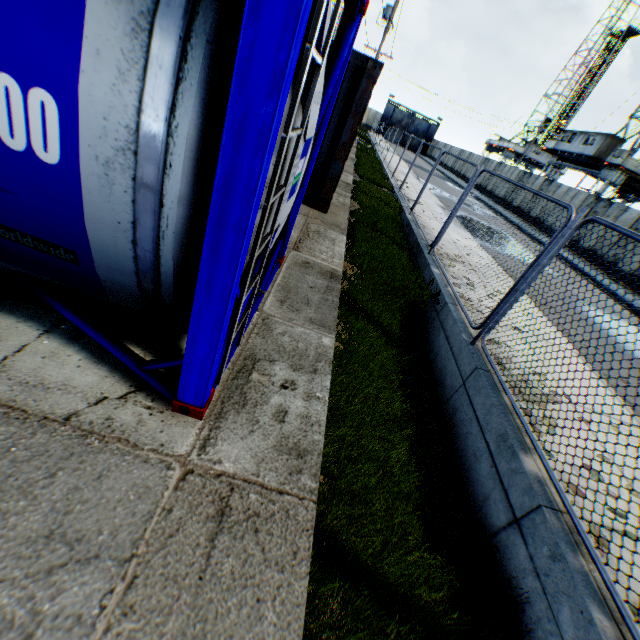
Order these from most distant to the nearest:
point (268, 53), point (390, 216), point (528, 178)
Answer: point (528, 178) → point (390, 216) → point (268, 53)

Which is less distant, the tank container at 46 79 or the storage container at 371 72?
the tank container at 46 79

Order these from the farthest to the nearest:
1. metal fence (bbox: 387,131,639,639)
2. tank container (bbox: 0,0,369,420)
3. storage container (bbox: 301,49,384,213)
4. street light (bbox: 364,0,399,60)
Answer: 1. street light (bbox: 364,0,399,60)
2. storage container (bbox: 301,49,384,213)
3. metal fence (bbox: 387,131,639,639)
4. tank container (bbox: 0,0,369,420)

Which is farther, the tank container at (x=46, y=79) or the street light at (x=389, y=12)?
the street light at (x=389, y=12)

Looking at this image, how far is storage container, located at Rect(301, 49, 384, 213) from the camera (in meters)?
6.14

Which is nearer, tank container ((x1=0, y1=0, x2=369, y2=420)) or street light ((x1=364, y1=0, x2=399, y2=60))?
tank container ((x1=0, y1=0, x2=369, y2=420))

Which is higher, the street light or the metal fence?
the street light

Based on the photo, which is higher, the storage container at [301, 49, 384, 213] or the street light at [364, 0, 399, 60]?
the street light at [364, 0, 399, 60]
